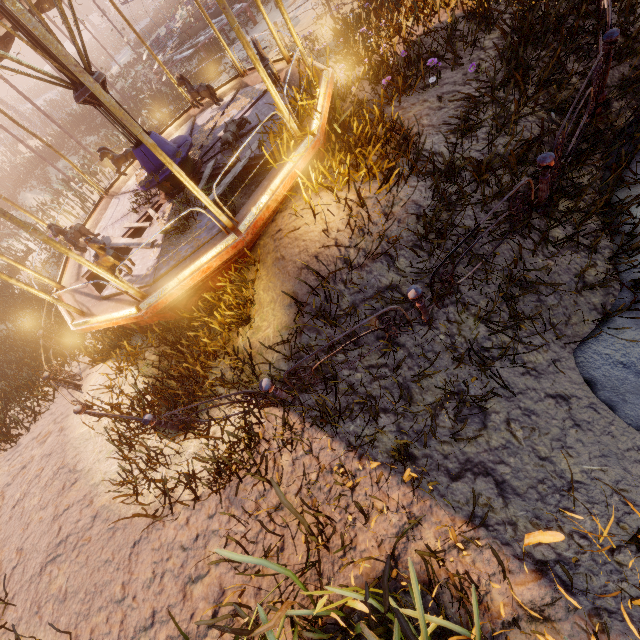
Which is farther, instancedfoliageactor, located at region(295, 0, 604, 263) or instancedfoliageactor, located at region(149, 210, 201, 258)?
instancedfoliageactor, located at region(149, 210, 201, 258)

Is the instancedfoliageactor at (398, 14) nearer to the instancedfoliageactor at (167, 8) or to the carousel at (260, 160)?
the carousel at (260, 160)

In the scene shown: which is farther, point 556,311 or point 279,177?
point 279,177

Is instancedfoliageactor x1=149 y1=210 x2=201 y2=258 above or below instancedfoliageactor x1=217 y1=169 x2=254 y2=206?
above

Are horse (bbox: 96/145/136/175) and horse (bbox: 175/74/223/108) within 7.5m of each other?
yes

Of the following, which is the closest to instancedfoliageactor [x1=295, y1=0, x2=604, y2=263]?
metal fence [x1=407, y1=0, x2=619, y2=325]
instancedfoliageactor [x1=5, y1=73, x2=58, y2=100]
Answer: metal fence [x1=407, y1=0, x2=619, y2=325]

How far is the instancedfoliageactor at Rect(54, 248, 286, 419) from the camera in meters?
4.9 m

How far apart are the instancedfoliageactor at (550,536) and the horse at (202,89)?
10.5 meters
